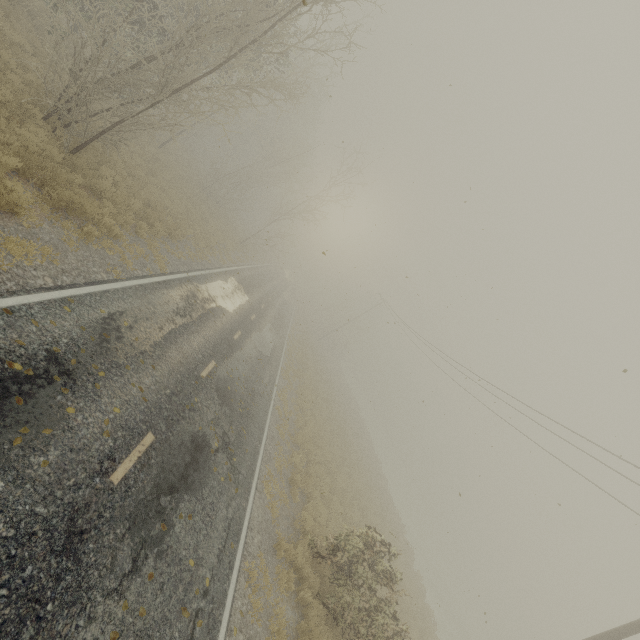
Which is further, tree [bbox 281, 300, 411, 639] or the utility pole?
tree [bbox 281, 300, 411, 639]

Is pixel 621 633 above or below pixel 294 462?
above

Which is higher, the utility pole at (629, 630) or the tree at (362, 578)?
the utility pole at (629, 630)

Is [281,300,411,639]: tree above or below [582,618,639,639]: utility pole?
below

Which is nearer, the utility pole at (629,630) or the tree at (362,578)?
the utility pole at (629,630)
